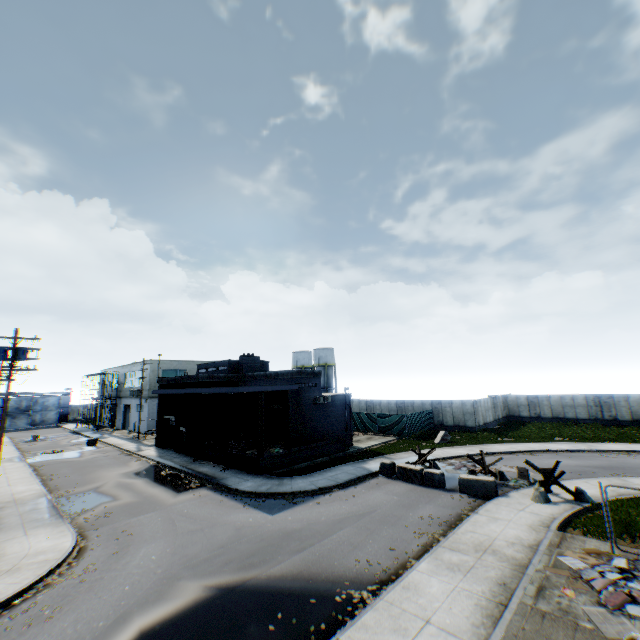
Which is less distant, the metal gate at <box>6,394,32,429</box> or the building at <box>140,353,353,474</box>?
the building at <box>140,353,353,474</box>

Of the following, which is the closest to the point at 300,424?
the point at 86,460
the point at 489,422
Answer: the point at 86,460

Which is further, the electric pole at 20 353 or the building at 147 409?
the building at 147 409

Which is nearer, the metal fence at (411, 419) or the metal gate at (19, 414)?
the metal fence at (411, 419)

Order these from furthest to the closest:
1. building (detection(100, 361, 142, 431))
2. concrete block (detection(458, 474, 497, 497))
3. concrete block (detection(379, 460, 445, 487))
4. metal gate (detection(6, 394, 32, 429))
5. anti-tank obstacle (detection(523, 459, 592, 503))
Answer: metal gate (detection(6, 394, 32, 429)) < building (detection(100, 361, 142, 431)) < concrete block (detection(379, 460, 445, 487)) < concrete block (detection(458, 474, 497, 497)) < anti-tank obstacle (detection(523, 459, 592, 503))

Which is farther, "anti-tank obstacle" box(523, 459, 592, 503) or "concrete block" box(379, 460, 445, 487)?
"concrete block" box(379, 460, 445, 487)

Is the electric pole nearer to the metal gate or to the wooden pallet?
the wooden pallet

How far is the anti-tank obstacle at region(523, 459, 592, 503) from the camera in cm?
1520
